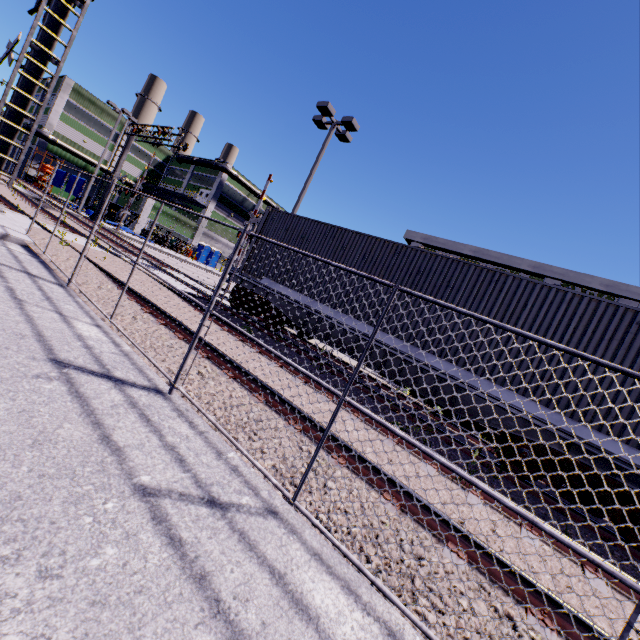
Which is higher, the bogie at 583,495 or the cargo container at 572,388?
the cargo container at 572,388

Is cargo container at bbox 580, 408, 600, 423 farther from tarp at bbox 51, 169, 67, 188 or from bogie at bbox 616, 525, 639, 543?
tarp at bbox 51, 169, 67, 188

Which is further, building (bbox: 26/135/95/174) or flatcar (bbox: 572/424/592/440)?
building (bbox: 26/135/95/174)

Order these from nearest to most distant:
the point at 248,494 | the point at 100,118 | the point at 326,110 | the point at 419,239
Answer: the point at 248,494, the point at 326,110, the point at 419,239, the point at 100,118

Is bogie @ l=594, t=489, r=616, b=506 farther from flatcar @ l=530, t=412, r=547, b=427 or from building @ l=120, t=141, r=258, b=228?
building @ l=120, t=141, r=258, b=228

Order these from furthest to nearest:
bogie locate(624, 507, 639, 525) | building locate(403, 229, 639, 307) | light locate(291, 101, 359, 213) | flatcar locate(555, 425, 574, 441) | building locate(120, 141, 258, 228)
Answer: building locate(120, 141, 258, 228) → building locate(403, 229, 639, 307) → light locate(291, 101, 359, 213) → flatcar locate(555, 425, 574, 441) → bogie locate(624, 507, 639, 525)

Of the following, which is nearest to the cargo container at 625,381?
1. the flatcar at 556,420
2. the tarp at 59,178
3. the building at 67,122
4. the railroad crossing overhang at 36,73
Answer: the flatcar at 556,420

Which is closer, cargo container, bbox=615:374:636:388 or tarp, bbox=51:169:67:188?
cargo container, bbox=615:374:636:388
